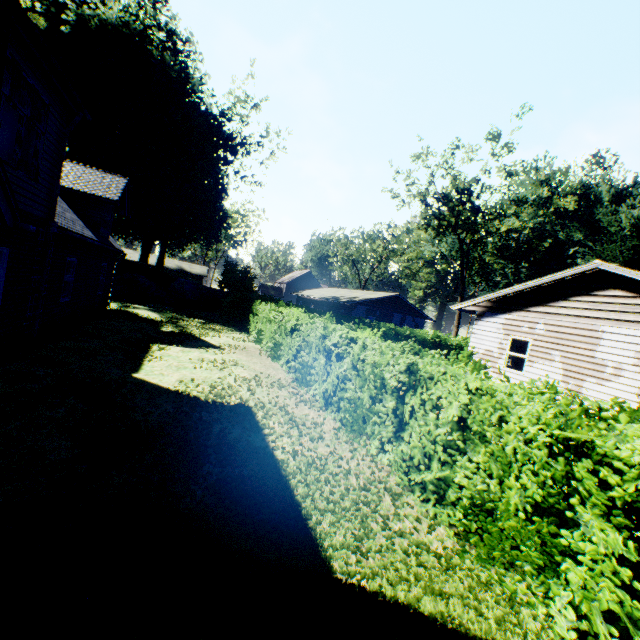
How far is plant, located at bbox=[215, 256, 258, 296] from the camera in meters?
32.2 m

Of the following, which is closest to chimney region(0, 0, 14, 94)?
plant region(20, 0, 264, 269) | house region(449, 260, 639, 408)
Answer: house region(449, 260, 639, 408)

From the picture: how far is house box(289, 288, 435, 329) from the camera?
36.3 meters

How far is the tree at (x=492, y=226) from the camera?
34.3m

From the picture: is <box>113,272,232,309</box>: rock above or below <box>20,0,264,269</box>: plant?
below

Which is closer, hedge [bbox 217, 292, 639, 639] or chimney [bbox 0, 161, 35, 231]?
hedge [bbox 217, 292, 639, 639]

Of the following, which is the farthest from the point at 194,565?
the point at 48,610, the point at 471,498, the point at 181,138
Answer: the point at 181,138

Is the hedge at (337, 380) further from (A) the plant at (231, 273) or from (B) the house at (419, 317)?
(A) the plant at (231, 273)
